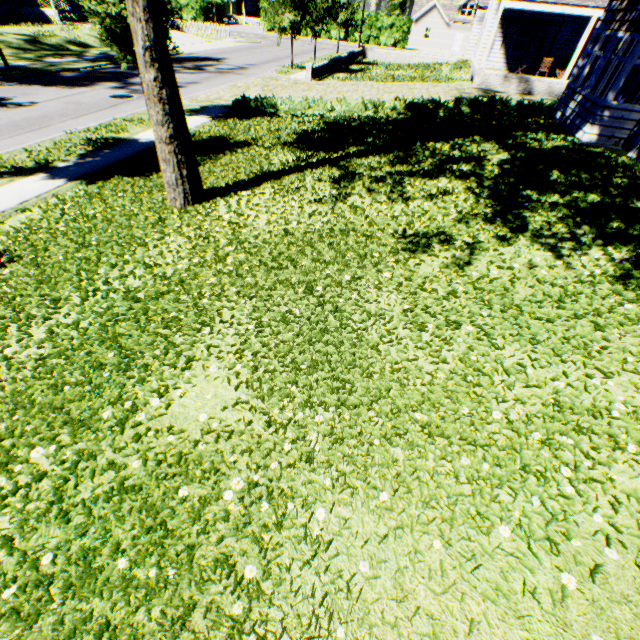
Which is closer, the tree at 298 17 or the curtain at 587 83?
the curtain at 587 83

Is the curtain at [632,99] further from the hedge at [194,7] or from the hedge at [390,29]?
the hedge at [194,7]

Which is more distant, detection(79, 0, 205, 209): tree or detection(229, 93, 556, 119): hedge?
detection(229, 93, 556, 119): hedge

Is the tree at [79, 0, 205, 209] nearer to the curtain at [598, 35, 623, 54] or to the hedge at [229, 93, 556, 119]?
the hedge at [229, 93, 556, 119]

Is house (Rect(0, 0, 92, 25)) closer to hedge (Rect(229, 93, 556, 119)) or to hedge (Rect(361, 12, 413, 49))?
hedge (Rect(361, 12, 413, 49))

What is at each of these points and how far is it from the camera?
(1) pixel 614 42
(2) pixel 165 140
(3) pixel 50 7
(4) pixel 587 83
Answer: (1) curtain, 10.72m
(2) tree, 6.38m
(3) house, 29.17m
(4) curtain, 11.54m

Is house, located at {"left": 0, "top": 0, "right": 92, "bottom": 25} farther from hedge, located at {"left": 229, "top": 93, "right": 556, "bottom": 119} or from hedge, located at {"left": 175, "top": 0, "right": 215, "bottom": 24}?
hedge, located at {"left": 229, "top": 93, "right": 556, "bottom": 119}

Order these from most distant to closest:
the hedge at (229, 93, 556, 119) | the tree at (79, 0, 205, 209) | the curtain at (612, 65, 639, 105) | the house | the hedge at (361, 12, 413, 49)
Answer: the hedge at (361, 12, 413, 49) < the house < the hedge at (229, 93, 556, 119) < the curtain at (612, 65, 639, 105) < the tree at (79, 0, 205, 209)
